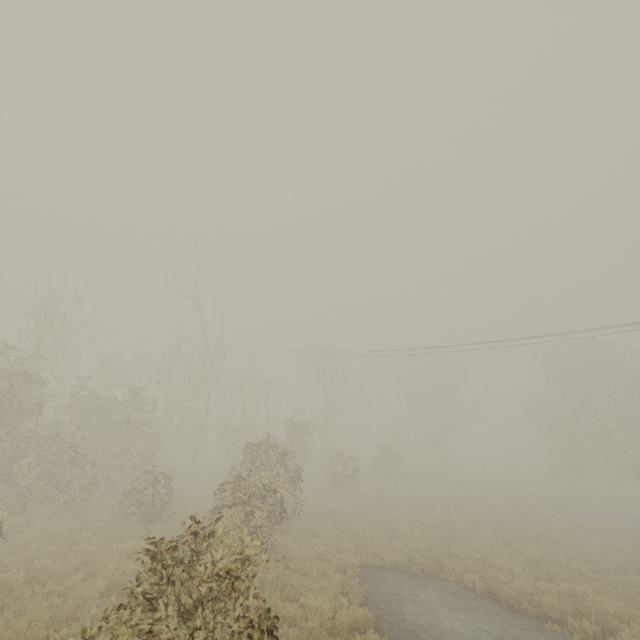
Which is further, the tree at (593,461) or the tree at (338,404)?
the tree at (593,461)

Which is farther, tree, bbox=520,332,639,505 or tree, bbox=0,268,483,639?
tree, bbox=520,332,639,505

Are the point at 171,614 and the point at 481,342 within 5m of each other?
no
